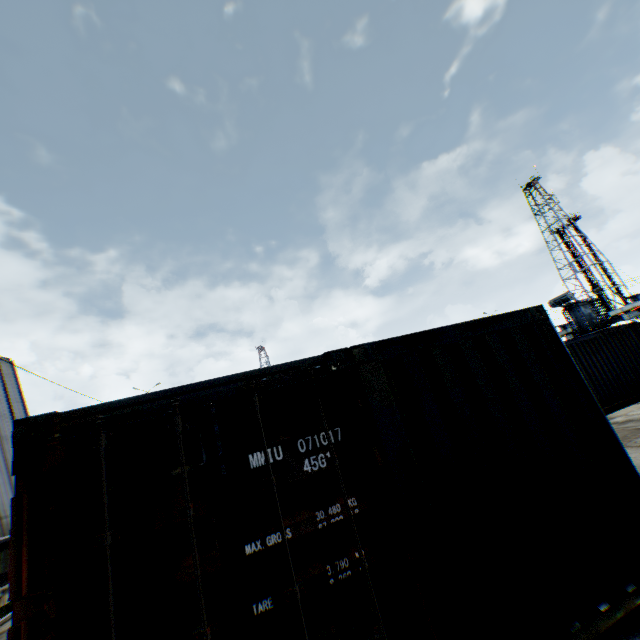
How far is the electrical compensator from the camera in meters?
26.3 m

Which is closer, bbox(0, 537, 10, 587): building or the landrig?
bbox(0, 537, 10, 587): building

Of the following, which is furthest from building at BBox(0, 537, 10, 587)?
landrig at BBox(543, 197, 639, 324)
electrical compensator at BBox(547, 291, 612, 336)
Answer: landrig at BBox(543, 197, 639, 324)

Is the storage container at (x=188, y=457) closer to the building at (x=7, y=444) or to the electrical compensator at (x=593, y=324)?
the building at (x=7, y=444)

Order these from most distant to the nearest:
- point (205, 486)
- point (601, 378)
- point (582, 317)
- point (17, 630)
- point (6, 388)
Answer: point (582, 317) < point (6, 388) < point (601, 378) < point (205, 486) < point (17, 630)

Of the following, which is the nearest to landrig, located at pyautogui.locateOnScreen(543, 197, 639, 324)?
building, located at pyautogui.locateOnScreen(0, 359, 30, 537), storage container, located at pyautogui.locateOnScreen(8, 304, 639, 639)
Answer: storage container, located at pyautogui.locateOnScreen(8, 304, 639, 639)

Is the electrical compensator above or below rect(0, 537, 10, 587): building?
above

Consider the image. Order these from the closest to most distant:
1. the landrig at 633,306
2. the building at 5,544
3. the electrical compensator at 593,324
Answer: the building at 5,544, the electrical compensator at 593,324, the landrig at 633,306
